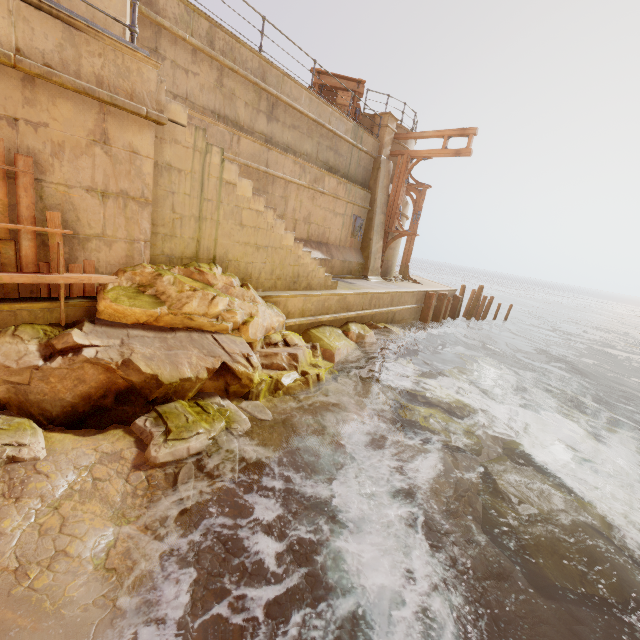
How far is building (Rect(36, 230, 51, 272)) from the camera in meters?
4.1 m

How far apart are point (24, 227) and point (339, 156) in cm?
1067

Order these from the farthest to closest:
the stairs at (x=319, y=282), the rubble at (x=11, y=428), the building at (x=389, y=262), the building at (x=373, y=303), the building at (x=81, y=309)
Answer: the building at (x=389, y=262), the building at (x=373, y=303), the stairs at (x=319, y=282), the building at (x=81, y=309), the rubble at (x=11, y=428)

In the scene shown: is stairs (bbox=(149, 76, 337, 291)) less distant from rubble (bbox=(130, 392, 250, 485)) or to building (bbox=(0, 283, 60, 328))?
building (bbox=(0, 283, 60, 328))

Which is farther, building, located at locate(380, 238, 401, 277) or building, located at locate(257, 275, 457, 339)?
building, located at locate(380, 238, 401, 277)

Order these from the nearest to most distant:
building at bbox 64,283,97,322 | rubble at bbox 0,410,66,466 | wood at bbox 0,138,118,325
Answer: rubble at bbox 0,410,66,466
wood at bbox 0,138,118,325
building at bbox 64,283,97,322

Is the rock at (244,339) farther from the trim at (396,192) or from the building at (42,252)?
the trim at (396,192)

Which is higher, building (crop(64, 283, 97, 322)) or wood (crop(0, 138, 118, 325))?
wood (crop(0, 138, 118, 325))
